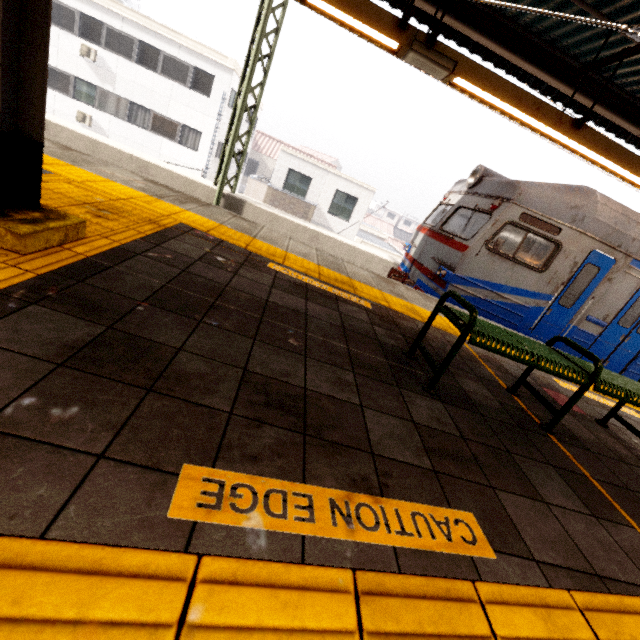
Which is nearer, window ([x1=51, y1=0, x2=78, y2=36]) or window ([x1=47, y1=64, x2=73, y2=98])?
window ([x1=51, y1=0, x2=78, y2=36])

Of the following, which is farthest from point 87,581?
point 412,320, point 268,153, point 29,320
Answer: point 268,153

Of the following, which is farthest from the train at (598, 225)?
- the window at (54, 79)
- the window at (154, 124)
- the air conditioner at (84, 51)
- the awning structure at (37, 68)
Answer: the window at (54, 79)

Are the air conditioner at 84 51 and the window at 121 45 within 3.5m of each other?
yes

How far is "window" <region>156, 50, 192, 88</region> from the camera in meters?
17.7 m

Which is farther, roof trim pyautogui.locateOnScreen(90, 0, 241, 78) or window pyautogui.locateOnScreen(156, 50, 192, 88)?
window pyautogui.locateOnScreen(156, 50, 192, 88)

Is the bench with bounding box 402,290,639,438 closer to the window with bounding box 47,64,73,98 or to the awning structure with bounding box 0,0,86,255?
the awning structure with bounding box 0,0,86,255

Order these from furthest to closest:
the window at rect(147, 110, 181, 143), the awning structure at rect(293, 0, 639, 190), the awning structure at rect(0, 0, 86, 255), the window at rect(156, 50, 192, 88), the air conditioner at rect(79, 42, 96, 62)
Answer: the window at rect(147, 110, 181, 143), the window at rect(156, 50, 192, 88), the air conditioner at rect(79, 42, 96, 62), the awning structure at rect(293, 0, 639, 190), the awning structure at rect(0, 0, 86, 255)
